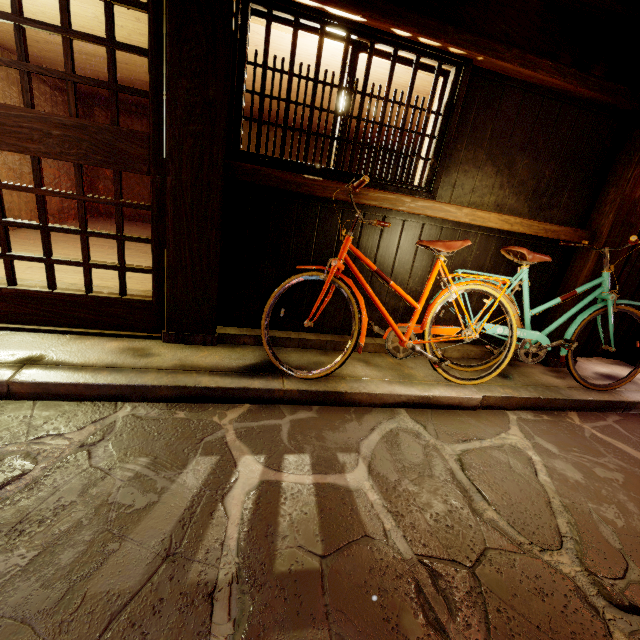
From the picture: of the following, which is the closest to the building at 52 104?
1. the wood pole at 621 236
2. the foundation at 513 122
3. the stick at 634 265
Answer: the foundation at 513 122

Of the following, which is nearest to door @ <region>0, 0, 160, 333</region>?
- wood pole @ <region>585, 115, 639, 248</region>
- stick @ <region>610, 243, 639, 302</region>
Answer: wood pole @ <region>585, 115, 639, 248</region>

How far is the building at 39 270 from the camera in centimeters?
712cm

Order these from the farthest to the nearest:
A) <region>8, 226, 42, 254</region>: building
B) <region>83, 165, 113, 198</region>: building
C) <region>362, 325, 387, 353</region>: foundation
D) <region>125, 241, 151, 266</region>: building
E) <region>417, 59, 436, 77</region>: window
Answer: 1. <region>83, 165, 113, 198</region>: building
2. <region>125, 241, 151, 266</region>: building
3. <region>8, 226, 42, 254</region>: building
4. <region>362, 325, 387, 353</region>: foundation
5. <region>417, 59, 436, 77</region>: window

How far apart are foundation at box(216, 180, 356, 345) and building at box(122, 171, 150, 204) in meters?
14.0 m

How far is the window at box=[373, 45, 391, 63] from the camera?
4.79m

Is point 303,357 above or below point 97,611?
above

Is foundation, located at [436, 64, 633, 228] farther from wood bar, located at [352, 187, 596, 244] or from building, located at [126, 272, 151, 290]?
building, located at [126, 272, 151, 290]
